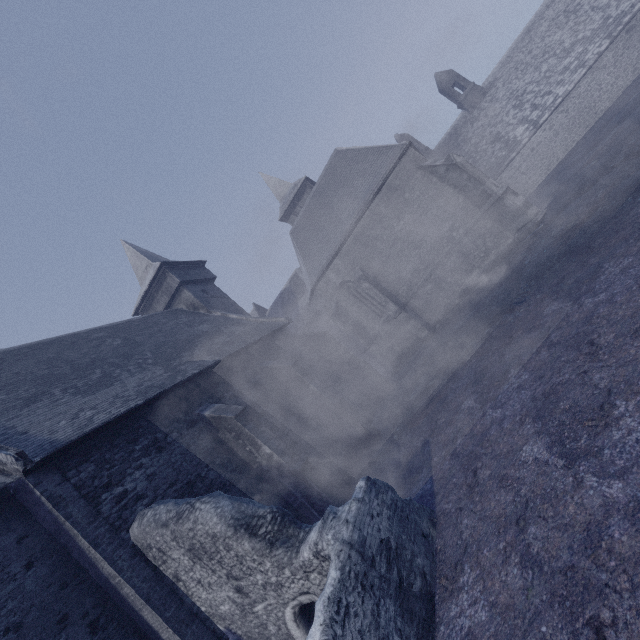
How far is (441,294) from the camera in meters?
18.4
